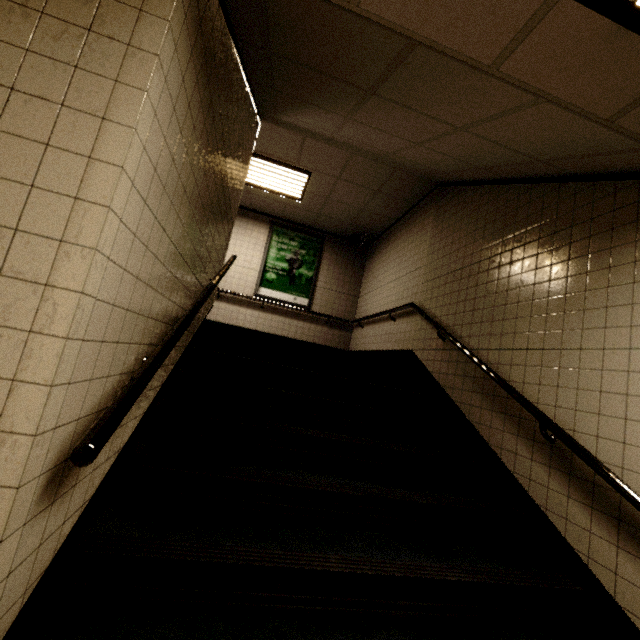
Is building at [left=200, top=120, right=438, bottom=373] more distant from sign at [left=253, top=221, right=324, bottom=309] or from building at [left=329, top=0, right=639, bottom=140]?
building at [left=329, top=0, right=639, bottom=140]

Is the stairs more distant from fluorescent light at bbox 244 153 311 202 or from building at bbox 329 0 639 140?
fluorescent light at bbox 244 153 311 202

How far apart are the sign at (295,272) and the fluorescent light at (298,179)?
1.1m

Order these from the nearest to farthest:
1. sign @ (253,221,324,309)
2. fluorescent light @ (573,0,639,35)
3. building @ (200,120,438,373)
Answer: fluorescent light @ (573,0,639,35) → building @ (200,120,438,373) → sign @ (253,221,324,309)

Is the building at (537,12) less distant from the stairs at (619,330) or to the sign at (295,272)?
the stairs at (619,330)

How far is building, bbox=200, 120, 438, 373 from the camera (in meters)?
4.97

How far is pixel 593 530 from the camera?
2.0m

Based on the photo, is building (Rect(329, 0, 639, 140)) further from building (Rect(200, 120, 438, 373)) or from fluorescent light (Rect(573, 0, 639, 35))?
building (Rect(200, 120, 438, 373))
